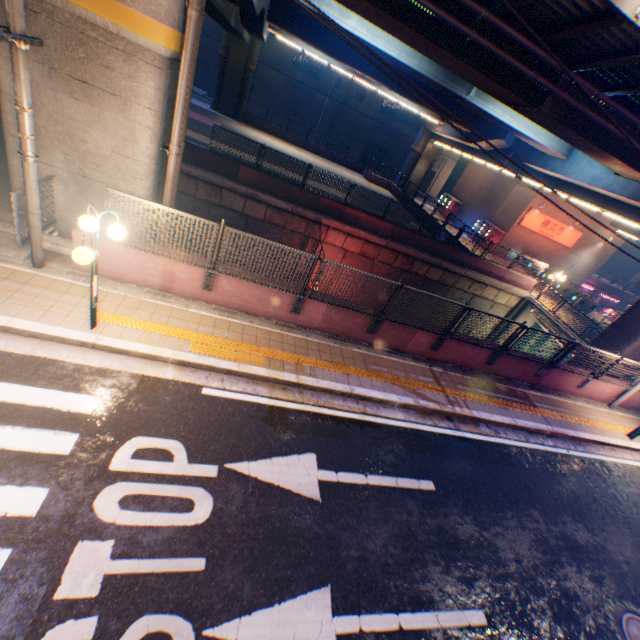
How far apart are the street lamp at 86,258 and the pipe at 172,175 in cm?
316

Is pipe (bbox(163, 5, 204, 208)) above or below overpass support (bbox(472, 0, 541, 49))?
below

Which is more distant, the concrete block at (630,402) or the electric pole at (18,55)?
the concrete block at (630,402)

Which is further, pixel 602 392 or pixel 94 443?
pixel 602 392

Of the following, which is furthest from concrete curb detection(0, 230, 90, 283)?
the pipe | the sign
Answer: the sign

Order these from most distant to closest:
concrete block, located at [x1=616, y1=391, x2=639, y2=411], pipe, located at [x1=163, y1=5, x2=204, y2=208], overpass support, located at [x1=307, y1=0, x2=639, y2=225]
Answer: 1. concrete block, located at [x1=616, y1=391, x2=639, y2=411]
2. overpass support, located at [x1=307, y1=0, x2=639, y2=225]
3. pipe, located at [x1=163, y1=5, x2=204, y2=208]

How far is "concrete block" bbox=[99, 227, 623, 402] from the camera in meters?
7.5

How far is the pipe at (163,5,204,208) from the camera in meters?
6.6
